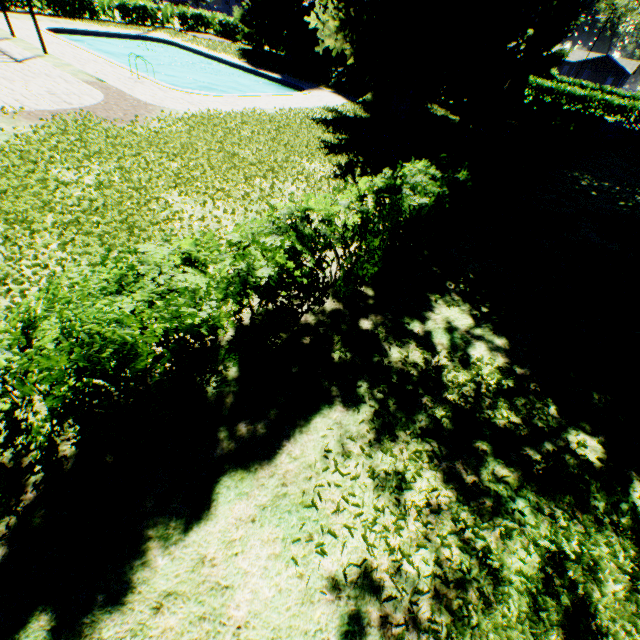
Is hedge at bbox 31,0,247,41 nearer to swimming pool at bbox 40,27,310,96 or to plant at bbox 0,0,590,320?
plant at bbox 0,0,590,320

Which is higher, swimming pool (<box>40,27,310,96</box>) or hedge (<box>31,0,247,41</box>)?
hedge (<box>31,0,247,41</box>)

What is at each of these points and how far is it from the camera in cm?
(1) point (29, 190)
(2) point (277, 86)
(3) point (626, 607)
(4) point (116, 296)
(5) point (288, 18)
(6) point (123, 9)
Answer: (1) plant, 726
(2) swimming pool, 2367
(3) plant, 286
(4) hedge, 312
(5) tree, 2916
(6) hedge, 3206

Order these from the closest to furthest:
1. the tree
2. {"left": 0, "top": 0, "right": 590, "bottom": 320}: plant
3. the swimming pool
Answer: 1. {"left": 0, "top": 0, "right": 590, "bottom": 320}: plant
2. the swimming pool
3. the tree

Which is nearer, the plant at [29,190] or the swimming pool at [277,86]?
the plant at [29,190]

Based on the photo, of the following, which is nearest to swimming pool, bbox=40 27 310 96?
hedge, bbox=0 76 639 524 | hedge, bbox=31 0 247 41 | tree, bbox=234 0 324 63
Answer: tree, bbox=234 0 324 63

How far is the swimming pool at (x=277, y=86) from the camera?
21.1 meters

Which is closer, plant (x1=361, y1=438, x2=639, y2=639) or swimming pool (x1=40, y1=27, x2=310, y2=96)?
plant (x1=361, y1=438, x2=639, y2=639)
